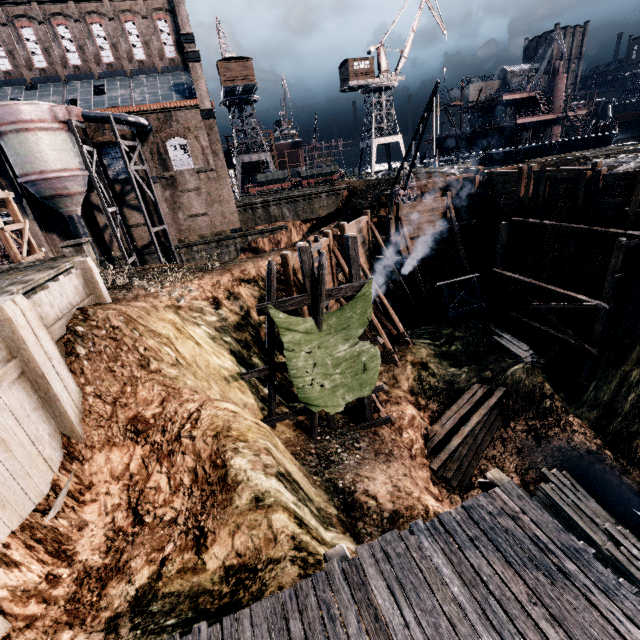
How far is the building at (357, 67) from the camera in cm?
5128

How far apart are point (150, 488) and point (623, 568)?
17.7m

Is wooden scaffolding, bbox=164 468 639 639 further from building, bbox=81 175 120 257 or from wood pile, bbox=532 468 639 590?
building, bbox=81 175 120 257

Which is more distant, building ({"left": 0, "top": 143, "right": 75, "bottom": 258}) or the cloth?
building ({"left": 0, "top": 143, "right": 75, "bottom": 258})

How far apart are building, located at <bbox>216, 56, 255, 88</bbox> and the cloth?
49.2m

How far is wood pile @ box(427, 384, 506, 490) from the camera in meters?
16.8

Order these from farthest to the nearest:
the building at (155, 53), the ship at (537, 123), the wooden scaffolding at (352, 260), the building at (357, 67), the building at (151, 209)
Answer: the building at (357, 67), the ship at (537, 123), the building at (151, 209), the building at (155, 53), the wooden scaffolding at (352, 260)

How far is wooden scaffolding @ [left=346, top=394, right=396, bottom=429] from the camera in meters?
16.2 m
